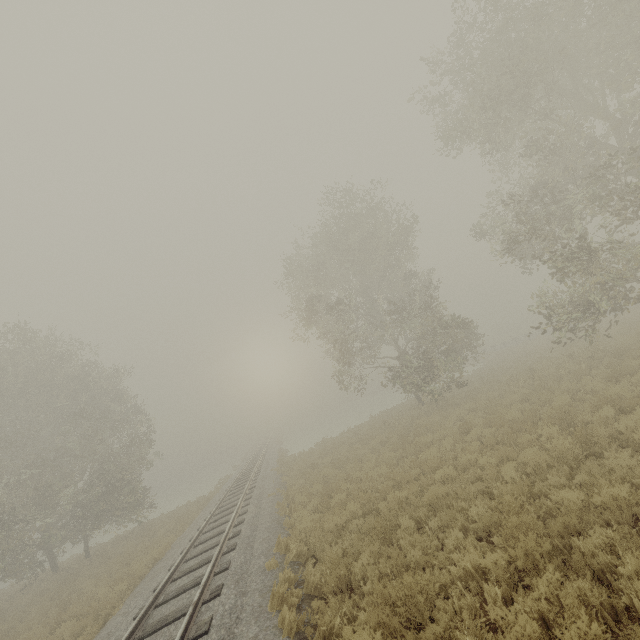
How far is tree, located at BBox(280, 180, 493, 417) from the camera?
20.0 meters

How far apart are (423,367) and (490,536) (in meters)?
13.29

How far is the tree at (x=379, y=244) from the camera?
20.0m

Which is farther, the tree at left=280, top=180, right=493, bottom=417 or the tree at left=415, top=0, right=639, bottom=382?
the tree at left=280, top=180, right=493, bottom=417

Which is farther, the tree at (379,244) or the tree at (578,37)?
the tree at (379,244)
